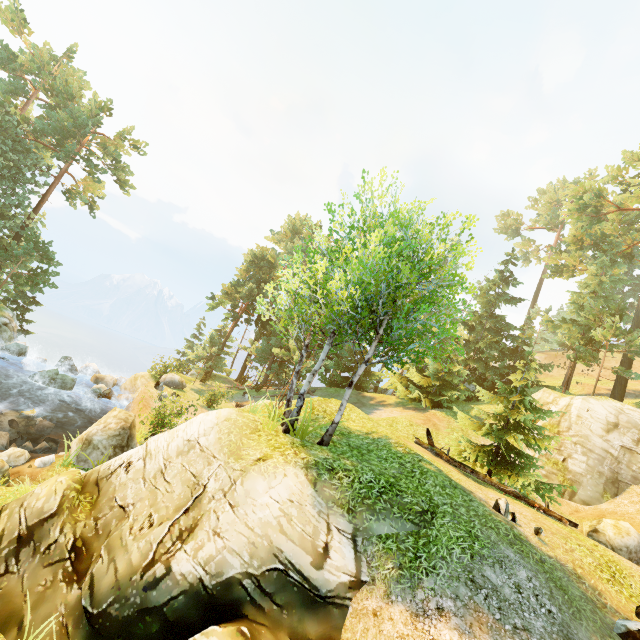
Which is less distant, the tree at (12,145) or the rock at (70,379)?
the rock at (70,379)

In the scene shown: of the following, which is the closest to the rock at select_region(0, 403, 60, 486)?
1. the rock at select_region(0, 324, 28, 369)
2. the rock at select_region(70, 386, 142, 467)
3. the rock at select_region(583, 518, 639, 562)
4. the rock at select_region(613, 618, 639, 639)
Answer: the rock at select_region(70, 386, 142, 467)

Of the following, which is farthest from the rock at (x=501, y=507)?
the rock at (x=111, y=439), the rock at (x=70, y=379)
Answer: the rock at (x=70, y=379)

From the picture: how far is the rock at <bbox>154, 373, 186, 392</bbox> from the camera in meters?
23.3

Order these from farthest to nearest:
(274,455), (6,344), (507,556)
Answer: (6,344)
(274,455)
(507,556)

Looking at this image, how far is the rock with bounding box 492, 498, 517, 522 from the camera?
9.2 meters

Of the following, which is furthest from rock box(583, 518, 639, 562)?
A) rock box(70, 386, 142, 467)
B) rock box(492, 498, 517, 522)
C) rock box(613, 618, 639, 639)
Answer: rock box(70, 386, 142, 467)

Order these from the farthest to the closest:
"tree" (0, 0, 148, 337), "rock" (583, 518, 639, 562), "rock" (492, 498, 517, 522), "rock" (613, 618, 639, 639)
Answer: "tree" (0, 0, 148, 337) → "rock" (583, 518, 639, 562) → "rock" (492, 498, 517, 522) → "rock" (613, 618, 639, 639)
